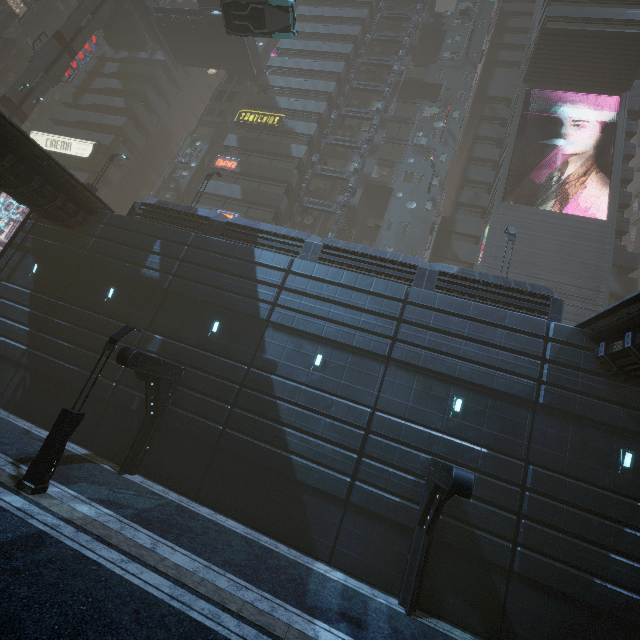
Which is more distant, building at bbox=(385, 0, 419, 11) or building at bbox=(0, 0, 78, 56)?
building at bbox=(0, 0, 78, 56)

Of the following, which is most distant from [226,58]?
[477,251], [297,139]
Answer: [477,251]

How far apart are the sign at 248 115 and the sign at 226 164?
4.3m

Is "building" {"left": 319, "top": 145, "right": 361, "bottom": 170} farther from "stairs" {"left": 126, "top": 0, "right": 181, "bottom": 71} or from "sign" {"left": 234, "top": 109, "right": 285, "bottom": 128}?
"stairs" {"left": 126, "top": 0, "right": 181, "bottom": 71}

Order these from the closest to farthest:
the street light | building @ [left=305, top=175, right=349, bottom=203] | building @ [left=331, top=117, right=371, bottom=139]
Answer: the street light
building @ [left=305, top=175, right=349, bottom=203]
building @ [left=331, top=117, right=371, bottom=139]

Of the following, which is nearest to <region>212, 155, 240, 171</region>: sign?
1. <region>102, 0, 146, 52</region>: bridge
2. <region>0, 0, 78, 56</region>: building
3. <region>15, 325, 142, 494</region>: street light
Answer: <region>0, 0, 78, 56</region>: building

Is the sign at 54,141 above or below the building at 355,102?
below

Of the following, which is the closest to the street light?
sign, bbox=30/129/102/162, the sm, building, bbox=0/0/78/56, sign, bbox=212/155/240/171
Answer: building, bbox=0/0/78/56
